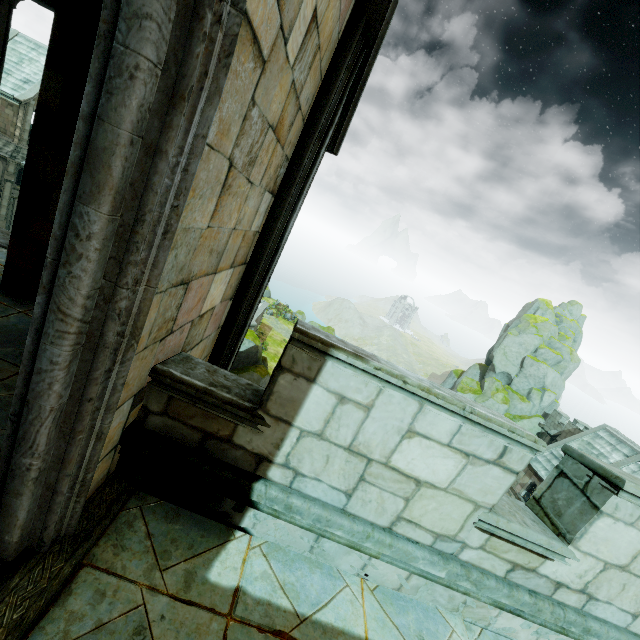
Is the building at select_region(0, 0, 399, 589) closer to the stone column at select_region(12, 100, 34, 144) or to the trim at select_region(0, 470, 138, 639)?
the trim at select_region(0, 470, 138, 639)

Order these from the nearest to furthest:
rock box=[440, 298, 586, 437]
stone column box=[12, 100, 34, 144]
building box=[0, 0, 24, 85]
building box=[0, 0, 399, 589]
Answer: building box=[0, 0, 399, 589], building box=[0, 0, 24, 85], stone column box=[12, 100, 34, 144], rock box=[440, 298, 586, 437]

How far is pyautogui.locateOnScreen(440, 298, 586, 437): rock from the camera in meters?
35.4 m

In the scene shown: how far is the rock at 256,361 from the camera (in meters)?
24.53

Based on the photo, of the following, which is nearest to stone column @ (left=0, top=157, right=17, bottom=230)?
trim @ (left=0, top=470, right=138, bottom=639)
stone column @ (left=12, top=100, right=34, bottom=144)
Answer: Answer: stone column @ (left=12, top=100, right=34, bottom=144)

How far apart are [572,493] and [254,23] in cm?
440

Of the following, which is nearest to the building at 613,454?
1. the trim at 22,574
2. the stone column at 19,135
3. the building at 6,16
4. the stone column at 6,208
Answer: the building at 6,16

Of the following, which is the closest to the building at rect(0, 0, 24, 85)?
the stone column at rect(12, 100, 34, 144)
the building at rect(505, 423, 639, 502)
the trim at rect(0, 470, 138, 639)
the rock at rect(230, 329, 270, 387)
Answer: the trim at rect(0, 470, 138, 639)
